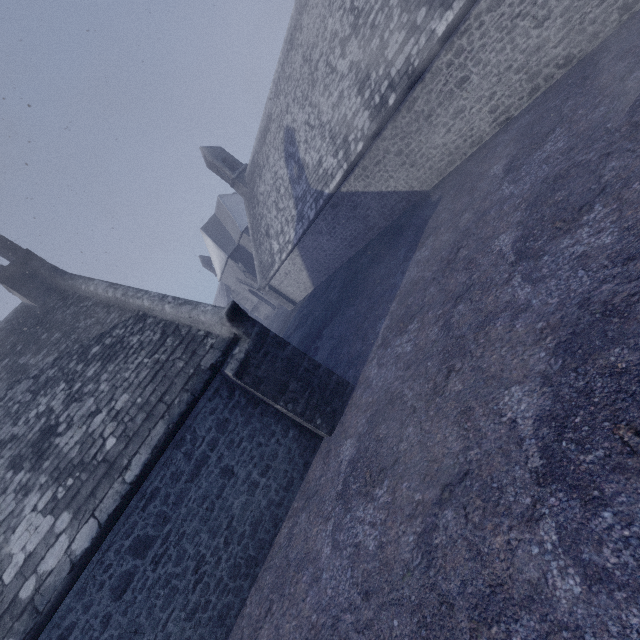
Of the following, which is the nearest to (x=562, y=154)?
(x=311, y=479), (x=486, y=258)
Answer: (x=486, y=258)
